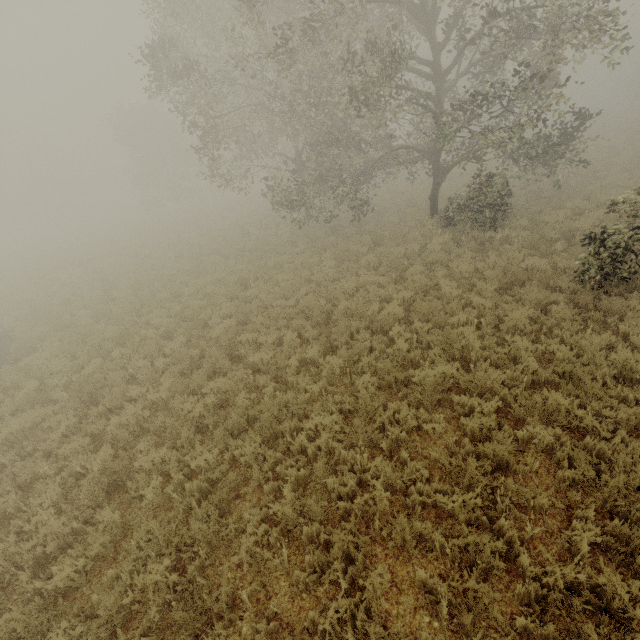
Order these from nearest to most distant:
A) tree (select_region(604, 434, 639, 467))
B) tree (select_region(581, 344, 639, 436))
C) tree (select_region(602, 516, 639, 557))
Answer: tree (select_region(602, 516, 639, 557)), tree (select_region(604, 434, 639, 467)), tree (select_region(581, 344, 639, 436))

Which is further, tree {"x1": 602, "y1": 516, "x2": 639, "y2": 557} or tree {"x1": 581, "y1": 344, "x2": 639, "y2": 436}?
tree {"x1": 581, "y1": 344, "x2": 639, "y2": 436}

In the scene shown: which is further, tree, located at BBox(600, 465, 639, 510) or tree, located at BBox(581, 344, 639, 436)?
tree, located at BBox(581, 344, 639, 436)

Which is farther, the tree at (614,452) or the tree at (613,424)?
the tree at (613,424)

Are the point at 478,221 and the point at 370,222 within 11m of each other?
yes
